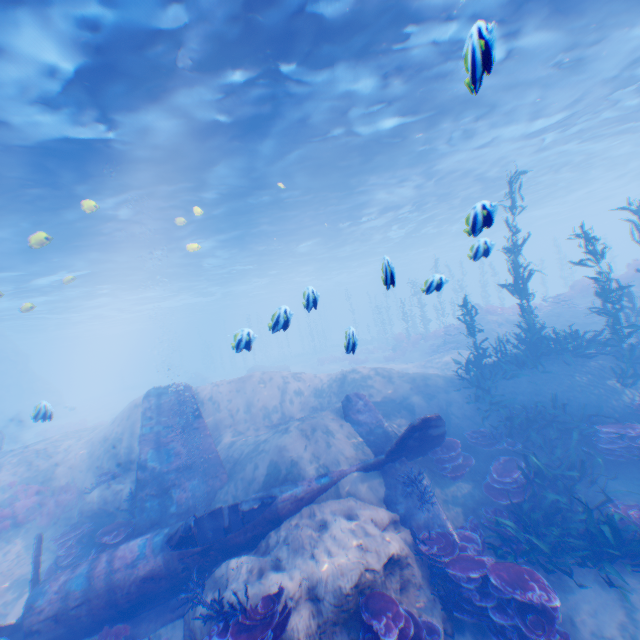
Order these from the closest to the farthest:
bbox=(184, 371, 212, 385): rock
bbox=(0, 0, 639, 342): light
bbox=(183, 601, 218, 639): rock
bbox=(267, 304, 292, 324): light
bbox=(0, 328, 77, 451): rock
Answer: bbox=(183, 601, 218, 639): rock → bbox=(267, 304, 292, 324): light → bbox=(0, 0, 639, 342): light → bbox=(0, 328, 77, 451): rock → bbox=(184, 371, 212, 385): rock

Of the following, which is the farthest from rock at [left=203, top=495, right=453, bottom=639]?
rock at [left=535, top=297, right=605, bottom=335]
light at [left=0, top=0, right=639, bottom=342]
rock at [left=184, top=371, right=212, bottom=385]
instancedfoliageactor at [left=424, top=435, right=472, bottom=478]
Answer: rock at [left=184, top=371, right=212, bottom=385]

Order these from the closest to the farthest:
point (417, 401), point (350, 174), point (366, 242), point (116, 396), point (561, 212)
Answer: point (417, 401) → point (350, 174) → point (366, 242) → point (561, 212) → point (116, 396)

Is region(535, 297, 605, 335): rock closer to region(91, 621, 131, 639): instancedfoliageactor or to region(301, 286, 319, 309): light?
region(301, 286, 319, 309): light

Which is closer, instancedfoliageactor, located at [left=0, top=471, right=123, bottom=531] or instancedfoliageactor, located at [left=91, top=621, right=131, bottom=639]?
instancedfoliageactor, located at [left=91, top=621, right=131, bottom=639]

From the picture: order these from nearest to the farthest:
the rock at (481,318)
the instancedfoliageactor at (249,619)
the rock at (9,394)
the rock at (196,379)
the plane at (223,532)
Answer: the instancedfoliageactor at (249,619)
the plane at (223,532)
the rock at (481,318)
the rock at (9,394)
the rock at (196,379)

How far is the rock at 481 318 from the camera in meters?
21.3 m

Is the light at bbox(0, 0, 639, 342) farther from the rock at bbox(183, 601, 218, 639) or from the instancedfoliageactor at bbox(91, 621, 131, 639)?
the instancedfoliageactor at bbox(91, 621, 131, 639)
